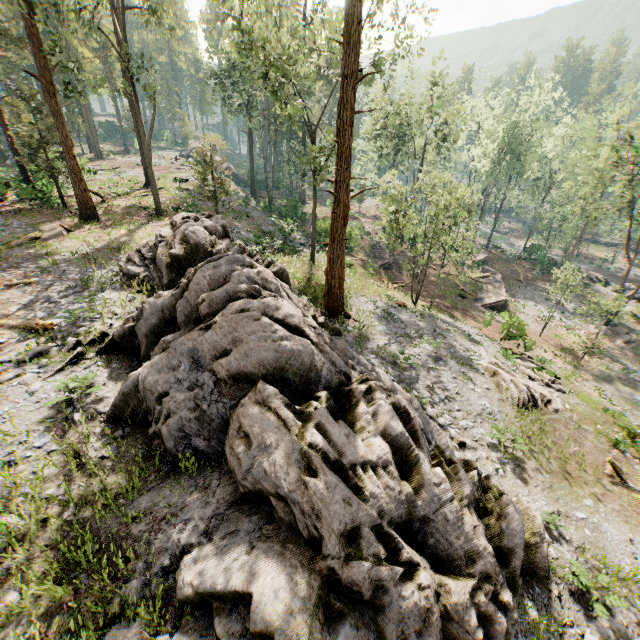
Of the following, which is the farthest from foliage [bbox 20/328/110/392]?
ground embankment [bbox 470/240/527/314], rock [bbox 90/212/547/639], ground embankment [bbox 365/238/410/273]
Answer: ground embankment [bbox 365/238/410/273]

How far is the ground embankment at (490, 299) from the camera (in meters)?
32.28

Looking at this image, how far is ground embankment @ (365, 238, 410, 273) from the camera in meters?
33.3 m

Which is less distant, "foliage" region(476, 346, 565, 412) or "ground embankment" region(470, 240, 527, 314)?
"foliage" region(476, 346, 565, 412)

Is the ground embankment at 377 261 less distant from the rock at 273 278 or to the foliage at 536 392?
the foliage at 536 392

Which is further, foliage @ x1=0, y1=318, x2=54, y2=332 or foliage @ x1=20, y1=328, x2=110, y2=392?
foliage @ x1=0, y1=318, x2=54, y2=332

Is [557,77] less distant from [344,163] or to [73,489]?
[344,163]

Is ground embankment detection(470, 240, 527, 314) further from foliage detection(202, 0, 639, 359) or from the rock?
the rock
